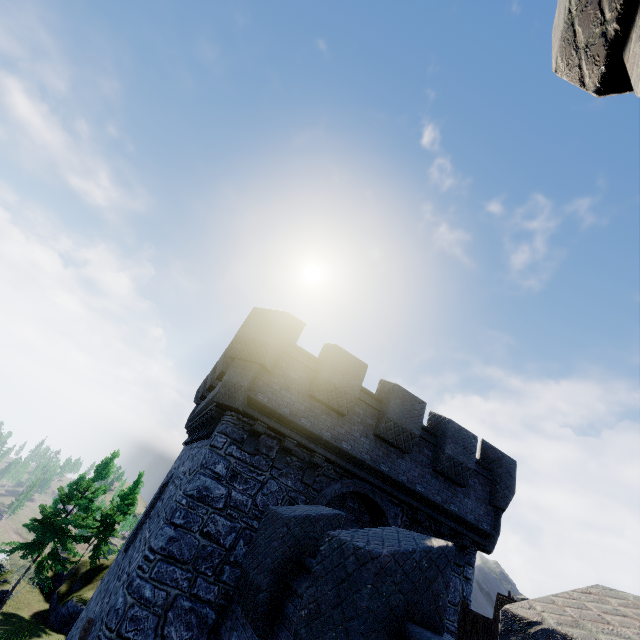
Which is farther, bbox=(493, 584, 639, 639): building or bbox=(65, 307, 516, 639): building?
bbox=(65, 307, 516, 639): building

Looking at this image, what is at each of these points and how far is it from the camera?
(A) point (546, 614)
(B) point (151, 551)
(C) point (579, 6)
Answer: (A) building, 2.3m
(B) building, 7.4m
(C) building, 2.3m

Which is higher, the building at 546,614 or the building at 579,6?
the building at 579,6

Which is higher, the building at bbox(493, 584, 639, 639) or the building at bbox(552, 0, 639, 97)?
the building at bbox(552, 0, 639, 97)

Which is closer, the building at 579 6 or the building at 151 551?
the building at 579 6
